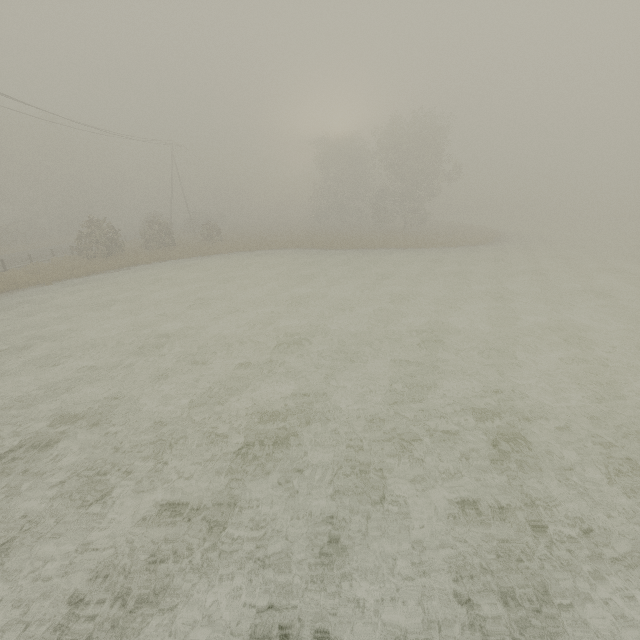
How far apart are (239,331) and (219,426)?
6.1m
